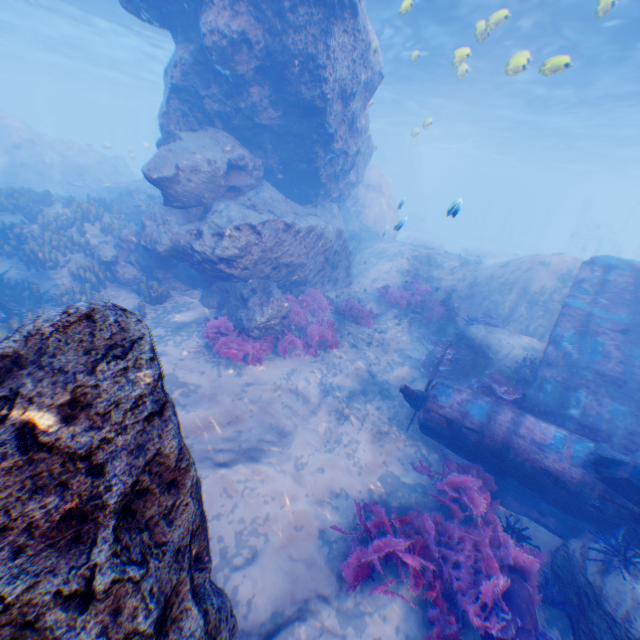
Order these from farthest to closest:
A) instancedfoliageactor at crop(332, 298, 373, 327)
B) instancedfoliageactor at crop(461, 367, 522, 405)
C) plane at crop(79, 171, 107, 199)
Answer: → plane at crop(79, 171, 107, 199), instancedfoliageactor at crop(332, 298, 373, 327), instancedfoliageactor at crop(461, 367, 522, 405)

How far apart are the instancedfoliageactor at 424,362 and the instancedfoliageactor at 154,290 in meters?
8.4

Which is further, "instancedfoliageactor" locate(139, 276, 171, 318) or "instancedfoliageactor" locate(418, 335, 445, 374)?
"instancedfoliageactor" locate(418, 335, 445, 374)

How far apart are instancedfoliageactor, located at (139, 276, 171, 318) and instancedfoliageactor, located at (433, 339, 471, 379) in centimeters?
839cm

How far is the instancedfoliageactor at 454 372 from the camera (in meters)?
9.96

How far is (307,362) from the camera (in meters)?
9.60

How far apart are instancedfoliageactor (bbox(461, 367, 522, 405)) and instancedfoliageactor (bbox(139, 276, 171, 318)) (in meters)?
9.27
